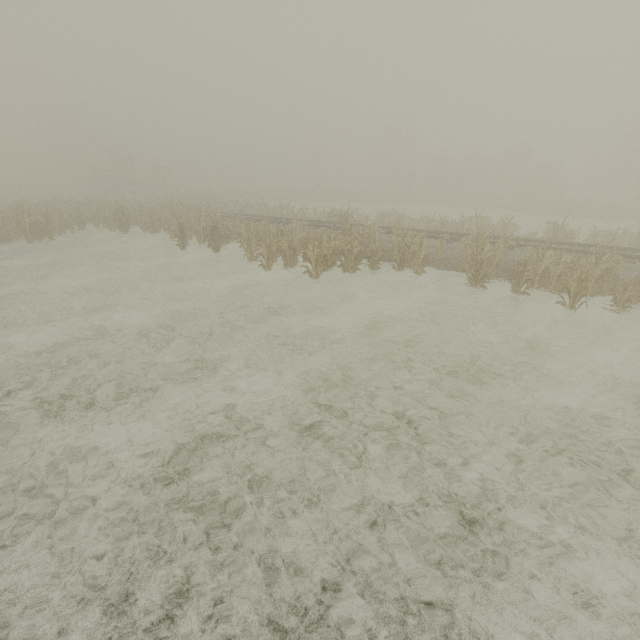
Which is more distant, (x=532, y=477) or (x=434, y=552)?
(x=532, y=477)
